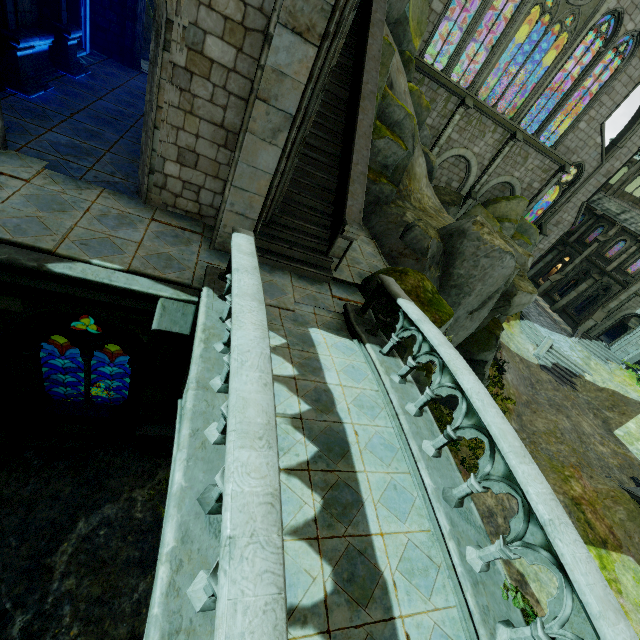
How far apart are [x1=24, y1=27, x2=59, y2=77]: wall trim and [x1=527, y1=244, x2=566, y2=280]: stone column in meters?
40.7

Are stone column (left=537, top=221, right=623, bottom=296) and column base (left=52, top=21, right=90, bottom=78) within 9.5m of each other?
no

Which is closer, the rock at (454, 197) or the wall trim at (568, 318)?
the rock at (454, 197)

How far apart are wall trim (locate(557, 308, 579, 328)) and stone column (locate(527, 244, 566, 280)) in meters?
4.9

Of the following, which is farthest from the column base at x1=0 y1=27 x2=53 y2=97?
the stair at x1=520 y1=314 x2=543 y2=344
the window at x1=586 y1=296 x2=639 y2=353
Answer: the window at x1=586 y1=296 x2=639 y2=353

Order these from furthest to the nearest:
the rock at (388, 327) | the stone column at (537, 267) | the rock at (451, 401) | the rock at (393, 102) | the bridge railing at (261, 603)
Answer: the stone column at (537, 267) → the rock at (451, 401) → the rock at (393, 102) → the rock at (388, 327) → the bridge railing at (261, 603)

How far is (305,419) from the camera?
4.6 meters

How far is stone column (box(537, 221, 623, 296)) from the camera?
30.10m
